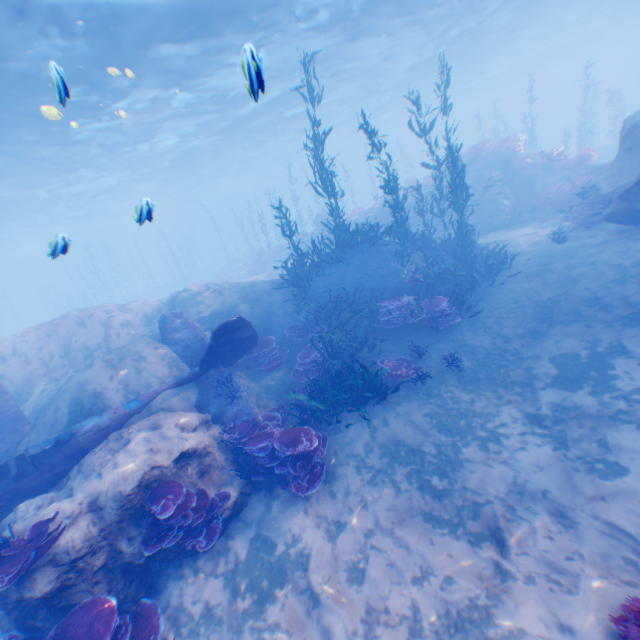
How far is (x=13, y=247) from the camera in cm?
5159

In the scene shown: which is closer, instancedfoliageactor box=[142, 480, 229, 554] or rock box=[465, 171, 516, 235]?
instancedfoliageactor box=[142, 480, 229, 554]

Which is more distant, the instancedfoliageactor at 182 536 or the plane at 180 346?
the plane at 180 346

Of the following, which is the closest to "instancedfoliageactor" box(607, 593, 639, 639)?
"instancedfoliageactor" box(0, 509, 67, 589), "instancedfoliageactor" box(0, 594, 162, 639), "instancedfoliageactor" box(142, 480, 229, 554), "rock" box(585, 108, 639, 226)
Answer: "rock" box(585, 108, 639, 226)

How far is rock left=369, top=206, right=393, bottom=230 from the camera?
21.2 meters

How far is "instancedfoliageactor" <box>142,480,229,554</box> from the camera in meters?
5.7

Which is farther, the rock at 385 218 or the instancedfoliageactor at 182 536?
the rock at 385 218
